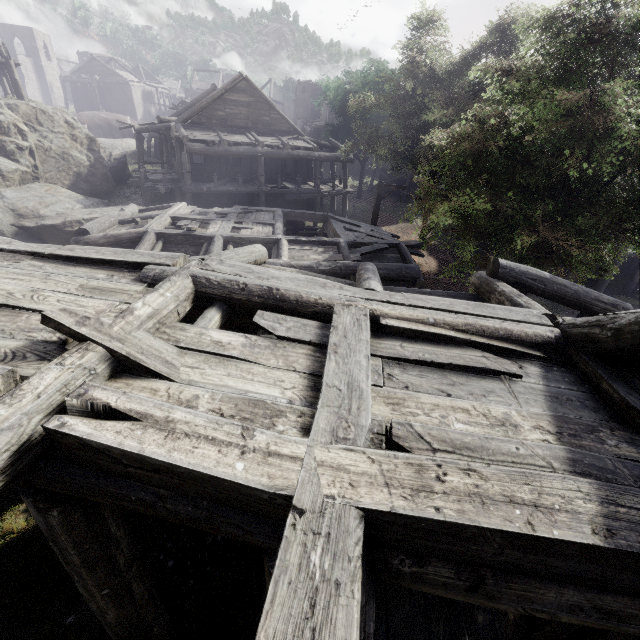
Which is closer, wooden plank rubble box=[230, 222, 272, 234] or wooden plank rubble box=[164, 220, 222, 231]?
wooden plank rubble box=[164, 220, 222, 231]

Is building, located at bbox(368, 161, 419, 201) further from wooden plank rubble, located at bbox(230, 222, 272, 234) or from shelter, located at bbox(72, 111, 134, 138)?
shelter, located at bbox(72, 111, 134, 138)

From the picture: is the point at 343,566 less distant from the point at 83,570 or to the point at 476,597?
the point at 476,597

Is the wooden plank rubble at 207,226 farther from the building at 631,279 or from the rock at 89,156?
the rock at 89,156

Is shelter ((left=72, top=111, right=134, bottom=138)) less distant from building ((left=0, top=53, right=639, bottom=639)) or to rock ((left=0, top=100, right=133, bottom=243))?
rock ((left=0, top=100, right=133, bottom=243))

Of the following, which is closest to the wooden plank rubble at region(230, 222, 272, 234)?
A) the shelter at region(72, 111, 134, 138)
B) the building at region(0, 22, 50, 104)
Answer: the building at region(0, 22, 50, 104)

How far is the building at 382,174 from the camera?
34.53m
